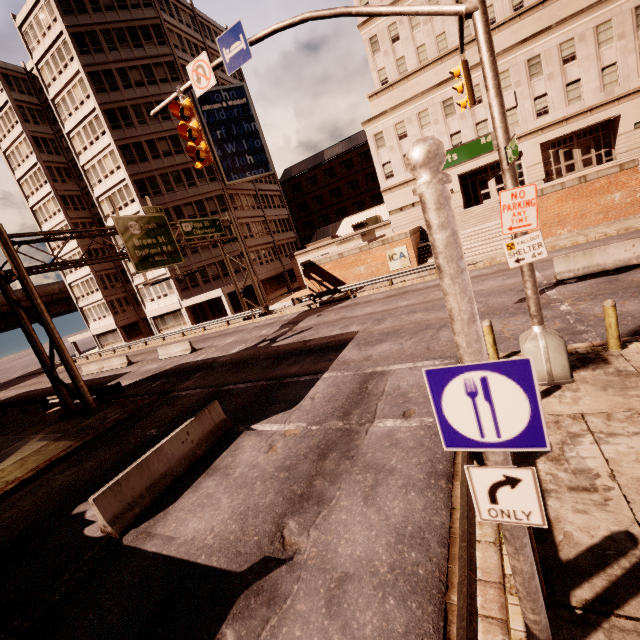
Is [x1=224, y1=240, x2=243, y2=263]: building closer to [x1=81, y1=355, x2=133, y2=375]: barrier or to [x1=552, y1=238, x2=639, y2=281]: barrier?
[x1=81, y1=355, x2=133, y2=375]: barrier

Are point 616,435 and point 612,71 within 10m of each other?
no

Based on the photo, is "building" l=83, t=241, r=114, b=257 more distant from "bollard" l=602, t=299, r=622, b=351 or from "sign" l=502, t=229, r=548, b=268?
"bollard" l=602, t=299, r=622, b=351

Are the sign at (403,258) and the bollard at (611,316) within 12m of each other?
no

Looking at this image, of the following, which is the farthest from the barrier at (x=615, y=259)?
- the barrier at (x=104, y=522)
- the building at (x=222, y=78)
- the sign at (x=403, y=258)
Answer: the building at (x=222, y=78)

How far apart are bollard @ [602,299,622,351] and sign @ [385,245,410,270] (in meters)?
19.72

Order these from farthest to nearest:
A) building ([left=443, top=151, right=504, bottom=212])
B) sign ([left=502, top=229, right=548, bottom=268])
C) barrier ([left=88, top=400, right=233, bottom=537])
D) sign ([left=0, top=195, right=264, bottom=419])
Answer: building ([left=443, top=151, right=504, bottom=212]) → sign ([left=0, top=195, right=264, bottom=419]) → barrier ([left=88, top=400, right=233, bottom=537]) → sign ([left=502, top=229, right=548, bottom=268])

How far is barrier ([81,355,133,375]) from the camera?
29.70m
